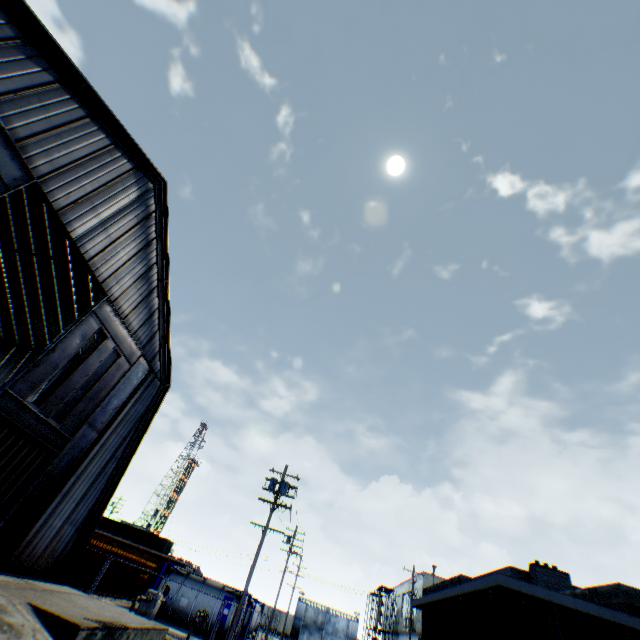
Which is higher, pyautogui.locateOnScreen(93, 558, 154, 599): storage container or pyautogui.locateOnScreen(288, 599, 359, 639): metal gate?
pyautogui.locateOnScreen(288, 599, 359, 639): metal gate

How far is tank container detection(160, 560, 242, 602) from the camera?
24.1 meters

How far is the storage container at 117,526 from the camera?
47.3 meters

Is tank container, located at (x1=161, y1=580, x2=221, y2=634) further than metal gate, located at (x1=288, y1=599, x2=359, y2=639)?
No

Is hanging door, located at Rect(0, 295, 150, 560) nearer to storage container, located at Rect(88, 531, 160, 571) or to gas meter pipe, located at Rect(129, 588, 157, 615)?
storage container, located at Rect(88, 531, 160, 571)

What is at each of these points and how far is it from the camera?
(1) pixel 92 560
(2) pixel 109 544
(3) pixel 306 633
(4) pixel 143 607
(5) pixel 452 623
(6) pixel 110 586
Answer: (1) storage container, 20.72m
(2) storage container, 21.97m
(3) metal gate, 56.88m
(4) gas meter pipe, 20.05m
(5) building, 19.89m
(6) storage container, 22.97m

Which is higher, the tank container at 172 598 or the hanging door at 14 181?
the hanging door at 14 181

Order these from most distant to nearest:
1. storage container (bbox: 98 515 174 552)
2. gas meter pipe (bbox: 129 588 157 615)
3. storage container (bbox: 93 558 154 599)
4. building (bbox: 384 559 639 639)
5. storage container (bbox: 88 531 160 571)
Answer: storage container (bbox: 98 515 174 552), storage container (bbox: 93 558 154 599), storage container (bbox: 88 531 160 571), gas meter pipe (bbox: 129 588 157 615), building (bbox: 384 559 639 639)
